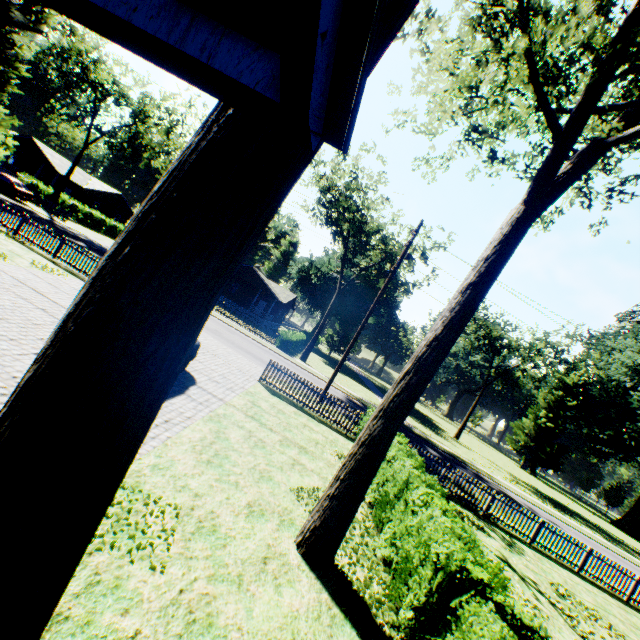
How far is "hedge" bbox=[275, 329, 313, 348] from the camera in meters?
31.9 m

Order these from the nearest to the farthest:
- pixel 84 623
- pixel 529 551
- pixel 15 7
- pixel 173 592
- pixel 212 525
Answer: pixel 84 623 < pixel 173 592 < pixel 212 525 < pixel 529 551 < pixel 15 7

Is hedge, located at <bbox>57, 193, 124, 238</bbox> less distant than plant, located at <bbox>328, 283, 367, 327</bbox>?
Yes

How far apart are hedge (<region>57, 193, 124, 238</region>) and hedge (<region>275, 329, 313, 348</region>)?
30.58m

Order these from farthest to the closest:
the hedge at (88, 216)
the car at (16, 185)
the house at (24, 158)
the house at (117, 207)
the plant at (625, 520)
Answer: the plant at (625, 520)
the house at (117, 207)
the house at (24, 158)
the hedge at (88, 216)
the car at (16, 185)

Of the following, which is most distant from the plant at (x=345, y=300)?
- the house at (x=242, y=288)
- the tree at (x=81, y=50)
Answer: the house at (x=242, y=288)

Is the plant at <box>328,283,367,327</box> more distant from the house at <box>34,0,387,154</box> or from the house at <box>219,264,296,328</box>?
the house at <box>219,264,296,328</box>

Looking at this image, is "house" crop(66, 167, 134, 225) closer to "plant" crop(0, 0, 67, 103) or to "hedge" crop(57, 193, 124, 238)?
"hedge" crop(57, 193, 124, 238)
